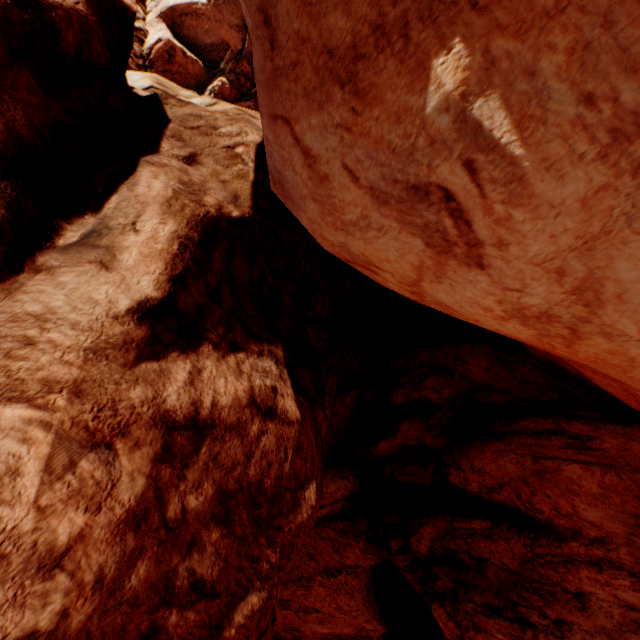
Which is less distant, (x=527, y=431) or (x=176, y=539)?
(x=176, y=539)
